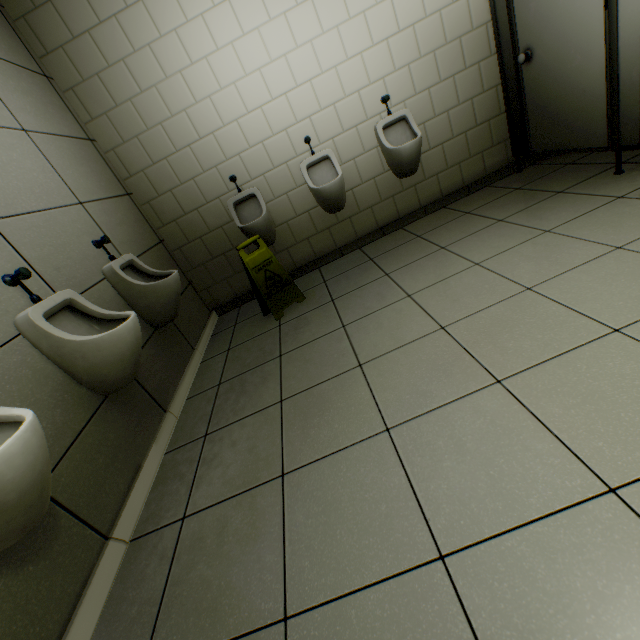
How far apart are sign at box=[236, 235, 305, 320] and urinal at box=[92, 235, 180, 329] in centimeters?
55cm

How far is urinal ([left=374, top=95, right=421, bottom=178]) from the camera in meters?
2.9

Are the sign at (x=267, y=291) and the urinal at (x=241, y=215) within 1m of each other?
yes

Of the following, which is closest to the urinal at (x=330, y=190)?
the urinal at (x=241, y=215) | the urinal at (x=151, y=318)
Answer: the urinal at (x=241, y=215)

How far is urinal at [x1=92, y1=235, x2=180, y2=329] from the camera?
2.2 meters

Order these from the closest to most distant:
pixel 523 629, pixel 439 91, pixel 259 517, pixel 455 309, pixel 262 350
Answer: pixel 523 629 < pixel 259 517 < pixel 455 309 < pixel 262 350 < pixel 439 91

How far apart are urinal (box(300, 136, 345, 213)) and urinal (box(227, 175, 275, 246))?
0.49m

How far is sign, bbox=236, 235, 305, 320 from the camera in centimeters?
275cm
